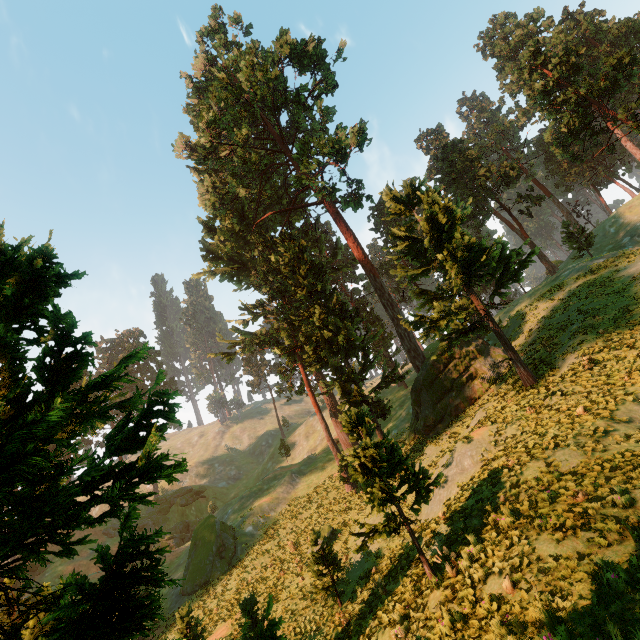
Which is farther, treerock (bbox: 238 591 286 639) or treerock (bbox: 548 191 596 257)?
treerock (bbox: 548 191 596 257)

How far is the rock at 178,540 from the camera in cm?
4491

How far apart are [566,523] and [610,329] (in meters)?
15.61

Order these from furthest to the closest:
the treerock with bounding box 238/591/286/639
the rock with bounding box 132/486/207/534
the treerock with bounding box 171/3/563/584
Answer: the rock with bounding box 132/486/207/534 < the treerock with bounding box 171/3/563/584 < the treerock with bounding box 238/591/286/639

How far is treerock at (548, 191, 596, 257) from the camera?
36.1m

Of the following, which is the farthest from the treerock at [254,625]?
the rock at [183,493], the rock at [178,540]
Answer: the rock at [178,540]

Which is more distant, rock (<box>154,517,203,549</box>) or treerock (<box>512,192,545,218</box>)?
rock (<box>154,517,203,549</box>)
